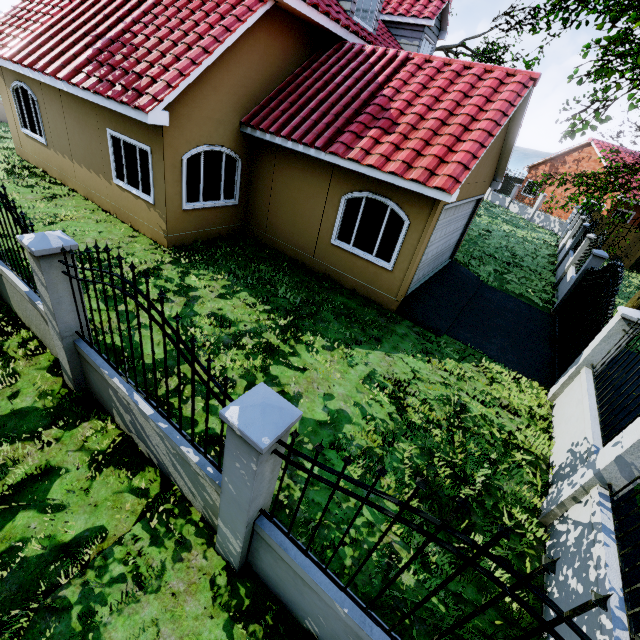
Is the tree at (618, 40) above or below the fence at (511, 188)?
above

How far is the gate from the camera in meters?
7.5

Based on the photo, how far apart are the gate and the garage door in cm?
398

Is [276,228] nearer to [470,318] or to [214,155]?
[214,155]

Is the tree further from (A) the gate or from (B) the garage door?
(B) the garage door

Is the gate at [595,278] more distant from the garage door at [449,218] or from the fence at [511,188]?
the garage door at [449,218]

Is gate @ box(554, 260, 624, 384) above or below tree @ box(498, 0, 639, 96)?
below
